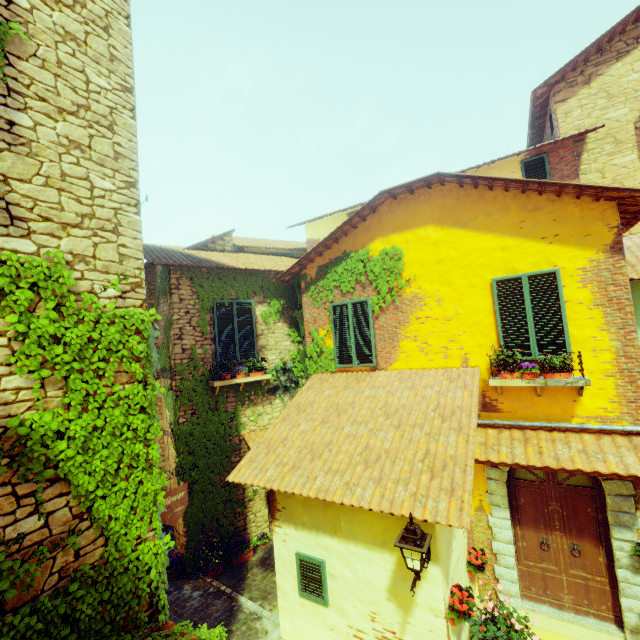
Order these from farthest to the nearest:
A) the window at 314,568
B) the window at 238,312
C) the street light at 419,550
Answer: the window at 238,312
the window at 314,568
the street light at 419,550

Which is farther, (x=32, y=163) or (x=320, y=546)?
(x=320, y=546)

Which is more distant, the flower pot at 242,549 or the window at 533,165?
the window at 533,165

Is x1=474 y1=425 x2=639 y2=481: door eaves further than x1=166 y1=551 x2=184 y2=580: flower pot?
No

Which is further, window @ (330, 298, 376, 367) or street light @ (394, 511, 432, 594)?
window @ (330, 298, 376, 367)

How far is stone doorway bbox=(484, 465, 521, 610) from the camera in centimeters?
622cm

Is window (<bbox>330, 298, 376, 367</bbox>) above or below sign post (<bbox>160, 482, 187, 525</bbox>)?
above

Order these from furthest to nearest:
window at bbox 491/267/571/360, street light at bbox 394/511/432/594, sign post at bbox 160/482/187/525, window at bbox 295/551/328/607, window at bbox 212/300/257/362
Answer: window at bbox 212/300/257/362 → window at bbox 491/267/571/360 → window at bbox 295/551/328/607 → sign post at bbox 160/482/187/525 → street light at bbox 394/511/432/594
